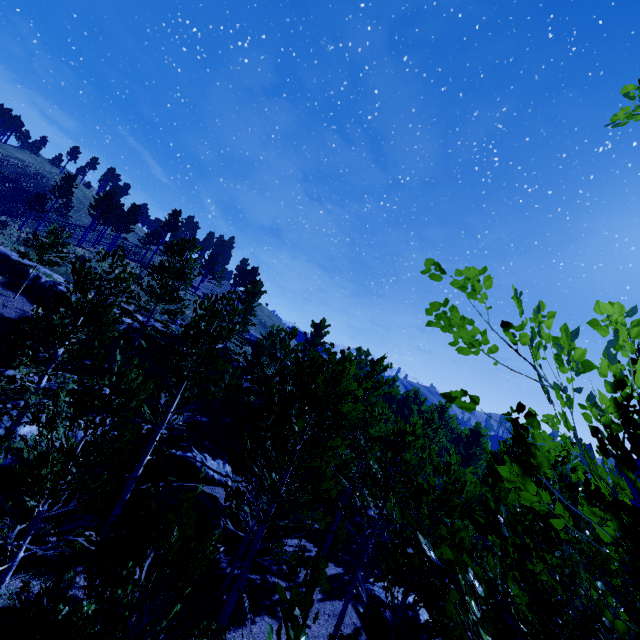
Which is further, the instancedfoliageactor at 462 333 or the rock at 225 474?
the rock at 225 474

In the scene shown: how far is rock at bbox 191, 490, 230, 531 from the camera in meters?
14.6

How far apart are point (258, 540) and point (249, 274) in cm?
5112

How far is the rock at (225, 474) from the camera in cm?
1728

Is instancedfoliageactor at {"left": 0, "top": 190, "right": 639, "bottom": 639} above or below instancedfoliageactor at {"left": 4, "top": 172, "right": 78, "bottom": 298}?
below

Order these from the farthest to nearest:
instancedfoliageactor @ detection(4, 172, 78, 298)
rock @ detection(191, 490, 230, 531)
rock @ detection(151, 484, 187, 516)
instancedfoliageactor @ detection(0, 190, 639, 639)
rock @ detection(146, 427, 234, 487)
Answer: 1. instancedfoliageactor @ detection(4, 172, 78, 298)
2. rock @ detection(146, 427, 234, 487)
3. rock @ detection(191, 490, 230, 531)
4. rock @ detection(151, 484, 187, 516)
5. instancedfoliageactor @ detection(0, 190, 639, 639)

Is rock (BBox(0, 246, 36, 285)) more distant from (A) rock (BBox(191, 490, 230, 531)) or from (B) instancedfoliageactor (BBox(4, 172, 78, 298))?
(B) instancedfoliageactor (BBox(4, 172, 78, 298))
